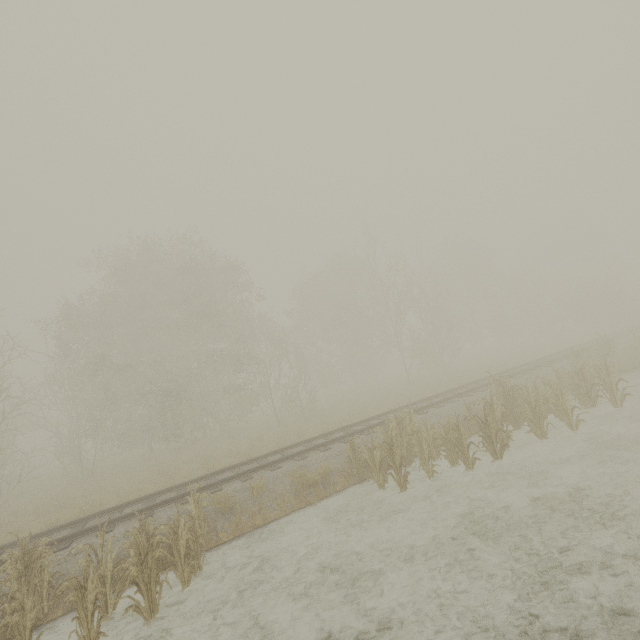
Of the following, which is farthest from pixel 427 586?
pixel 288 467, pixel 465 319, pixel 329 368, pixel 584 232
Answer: pixel 584 232

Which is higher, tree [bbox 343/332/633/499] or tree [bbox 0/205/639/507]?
tree [bbox 0/205/639/507]

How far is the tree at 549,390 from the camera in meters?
9.0 m

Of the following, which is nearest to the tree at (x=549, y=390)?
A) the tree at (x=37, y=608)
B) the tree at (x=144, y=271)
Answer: the tree at (x=37, y=608)

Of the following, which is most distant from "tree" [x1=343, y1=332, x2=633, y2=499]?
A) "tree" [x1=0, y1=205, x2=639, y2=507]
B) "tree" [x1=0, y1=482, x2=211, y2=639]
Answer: "tree" [x1=0, y1=205, x2=639, y2=507]

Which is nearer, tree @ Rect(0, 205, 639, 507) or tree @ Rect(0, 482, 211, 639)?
tree @ Rect(0, 482, 211, 639)

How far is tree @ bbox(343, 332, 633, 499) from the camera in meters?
9.0

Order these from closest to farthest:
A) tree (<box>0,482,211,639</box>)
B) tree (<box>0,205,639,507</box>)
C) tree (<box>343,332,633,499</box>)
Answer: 1. tree (<box>0,482,211,639</box>)
2. tree (<box>343,332,633,499</box>)
3. tree (<box>0,205,639,507</box>)
